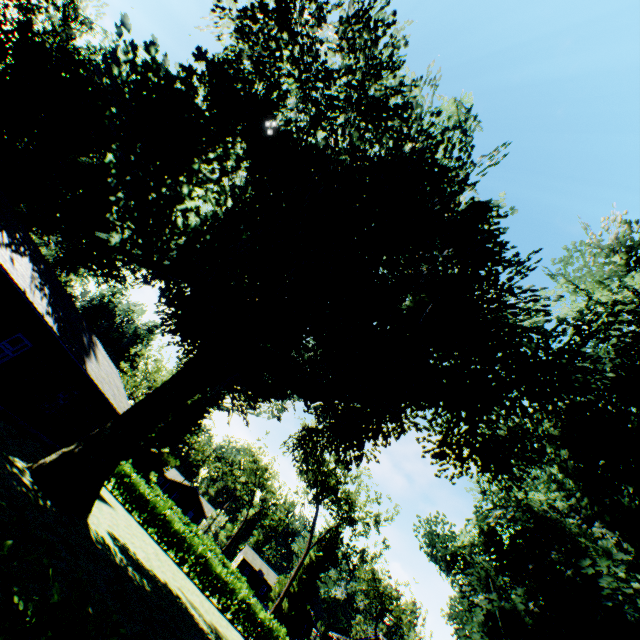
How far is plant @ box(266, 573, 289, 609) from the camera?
43.8m

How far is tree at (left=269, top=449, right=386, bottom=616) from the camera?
36.4 meters

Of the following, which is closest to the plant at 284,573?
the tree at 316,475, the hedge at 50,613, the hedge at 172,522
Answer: the hedge at 50,613

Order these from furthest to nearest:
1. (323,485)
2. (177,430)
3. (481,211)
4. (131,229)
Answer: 1. (177,430)
2. (323,485)
3. (131,229)
4. (481,211)

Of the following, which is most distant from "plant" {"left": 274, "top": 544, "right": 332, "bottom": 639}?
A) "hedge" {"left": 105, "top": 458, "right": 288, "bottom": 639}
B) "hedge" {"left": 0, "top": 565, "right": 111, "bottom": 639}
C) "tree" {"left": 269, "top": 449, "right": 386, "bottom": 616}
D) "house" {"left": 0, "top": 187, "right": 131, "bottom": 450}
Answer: "tree" {"left": 269, "top": 449, "right": 386, "bottom": 616}

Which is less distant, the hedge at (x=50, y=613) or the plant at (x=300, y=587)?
the hedge at (x=50, y=613)

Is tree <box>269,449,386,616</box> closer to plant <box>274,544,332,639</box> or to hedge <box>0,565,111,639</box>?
plant <box>274,544,332,639</box>

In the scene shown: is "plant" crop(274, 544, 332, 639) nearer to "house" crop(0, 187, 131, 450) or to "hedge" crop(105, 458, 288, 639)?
"hedge" crop(105, 458, 288, 639)
